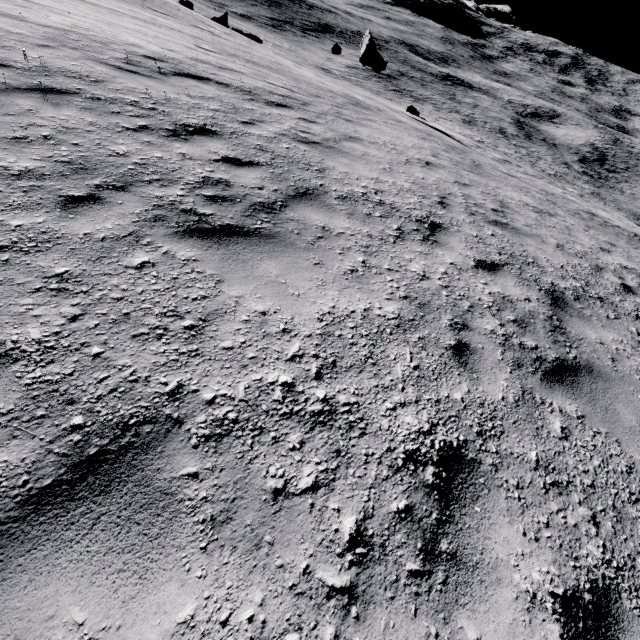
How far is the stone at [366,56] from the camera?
25.66m

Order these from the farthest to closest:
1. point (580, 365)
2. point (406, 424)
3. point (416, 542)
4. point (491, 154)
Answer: point (491, 154) → point (580, 365) → point (406, 424) → point (416, 542)

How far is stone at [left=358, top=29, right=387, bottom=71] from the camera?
25.66m
